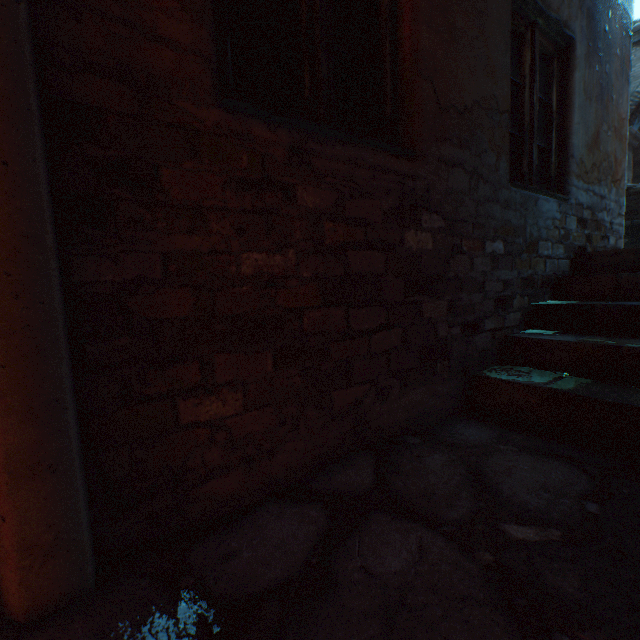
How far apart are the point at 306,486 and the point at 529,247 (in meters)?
2.30

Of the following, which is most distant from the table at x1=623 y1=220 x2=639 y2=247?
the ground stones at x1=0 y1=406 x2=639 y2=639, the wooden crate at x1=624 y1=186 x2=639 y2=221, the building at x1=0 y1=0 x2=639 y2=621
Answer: the ground stones at x1=0 y1=406 x2=639 y2=639

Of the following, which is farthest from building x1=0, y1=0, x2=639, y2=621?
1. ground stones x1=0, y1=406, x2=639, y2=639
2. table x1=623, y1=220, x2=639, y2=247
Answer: table x1=623, y1=220, x2=639, y2=247

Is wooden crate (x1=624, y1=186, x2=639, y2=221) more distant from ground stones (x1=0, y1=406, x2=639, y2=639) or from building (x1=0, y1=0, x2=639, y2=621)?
ground stones (x1=0, y1=406, x2=639, y2=639)

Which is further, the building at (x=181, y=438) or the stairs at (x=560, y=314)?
the stairs at (x=560, y=314)

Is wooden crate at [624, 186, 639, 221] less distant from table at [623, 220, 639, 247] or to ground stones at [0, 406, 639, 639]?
table at [623, 220, 639, 247]

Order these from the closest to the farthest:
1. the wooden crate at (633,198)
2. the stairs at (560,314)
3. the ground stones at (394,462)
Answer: the ground stones at (394,462)
the stairs at (560,314)
the wooden crate at (633,198)

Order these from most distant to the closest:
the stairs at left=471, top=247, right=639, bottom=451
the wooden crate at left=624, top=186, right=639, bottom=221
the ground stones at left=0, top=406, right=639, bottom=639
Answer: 1. the wooden crate at left=624, top=186, right=639, bottom=221
2. the stairs at left=471, top=247, right=639, bottom=451
3. the ground stones at left=0, top=406, right=639, bottom=639
